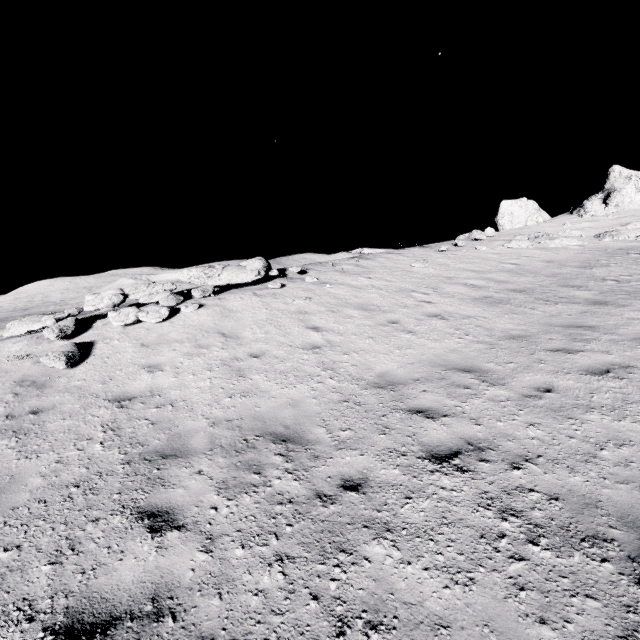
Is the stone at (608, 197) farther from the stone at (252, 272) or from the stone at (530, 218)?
the stone at (252, 272)

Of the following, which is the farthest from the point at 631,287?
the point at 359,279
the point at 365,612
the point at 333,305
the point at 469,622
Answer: the point at 365,612

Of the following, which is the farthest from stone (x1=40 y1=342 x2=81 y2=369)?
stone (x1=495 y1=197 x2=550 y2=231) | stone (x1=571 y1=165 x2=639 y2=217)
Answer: stone (x1=495 y1=197 x2=550 y2=231)

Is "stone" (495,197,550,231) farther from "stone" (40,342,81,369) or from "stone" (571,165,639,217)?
"stone" (40,342,81,369)

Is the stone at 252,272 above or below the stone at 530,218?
below

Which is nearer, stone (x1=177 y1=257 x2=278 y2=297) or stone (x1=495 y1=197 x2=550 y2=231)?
stone (x1=177 y1=257 x2=278 y2=297)

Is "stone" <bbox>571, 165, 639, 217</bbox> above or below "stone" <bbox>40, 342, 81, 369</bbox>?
above

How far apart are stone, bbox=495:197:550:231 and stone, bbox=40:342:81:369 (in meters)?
27.59
